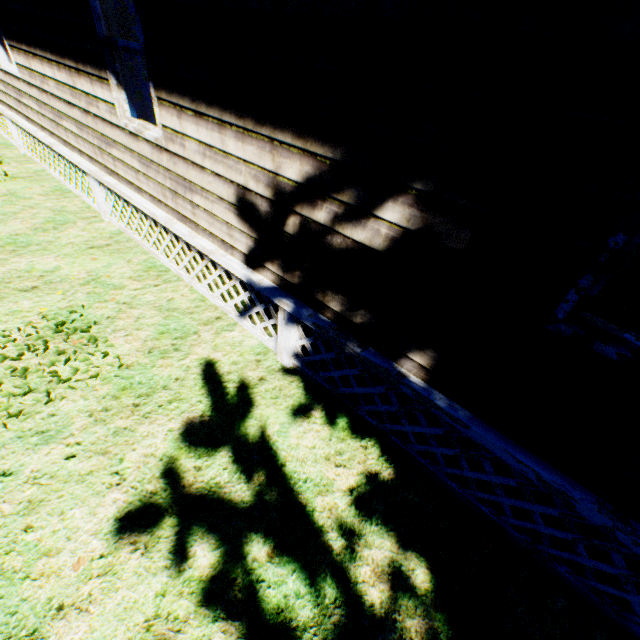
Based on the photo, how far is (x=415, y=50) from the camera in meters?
1.6 m
